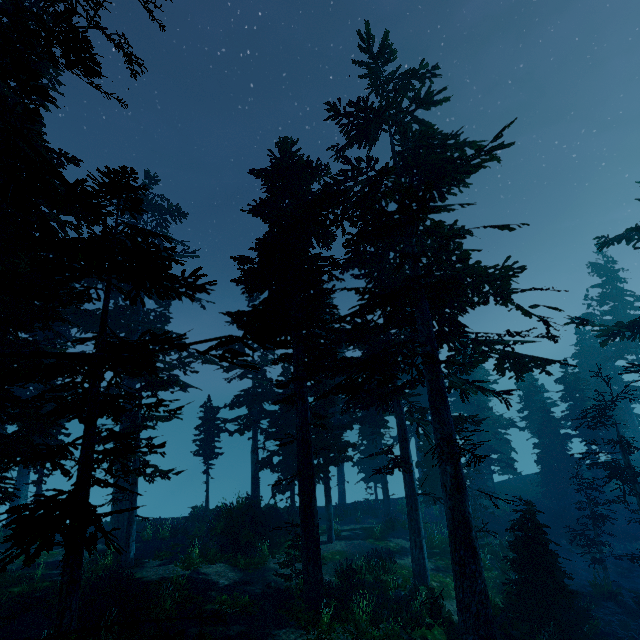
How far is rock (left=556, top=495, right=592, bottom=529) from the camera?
24.80m

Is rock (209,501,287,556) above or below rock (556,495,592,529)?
above

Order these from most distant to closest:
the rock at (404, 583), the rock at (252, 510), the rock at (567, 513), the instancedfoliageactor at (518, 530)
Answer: the rock at (567, 513) < the rock at (252, 510) < the rock at (404, 583) < the instancedfoliageactor at (518, 530)

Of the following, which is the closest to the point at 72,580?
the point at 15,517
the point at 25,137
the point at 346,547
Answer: the point at 15,517

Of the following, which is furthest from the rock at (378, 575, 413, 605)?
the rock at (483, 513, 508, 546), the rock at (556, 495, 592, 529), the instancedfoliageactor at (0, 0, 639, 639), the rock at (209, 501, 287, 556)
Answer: the rock at (556, 495, 592, 529)

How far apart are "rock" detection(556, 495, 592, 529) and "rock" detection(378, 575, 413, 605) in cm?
1934

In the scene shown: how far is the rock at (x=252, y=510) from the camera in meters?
18.5 m

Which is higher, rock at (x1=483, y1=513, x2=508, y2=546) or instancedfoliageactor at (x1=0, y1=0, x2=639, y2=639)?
instancedfoliageactor at (x1=0, y1=0, x2=639, y2=639)
